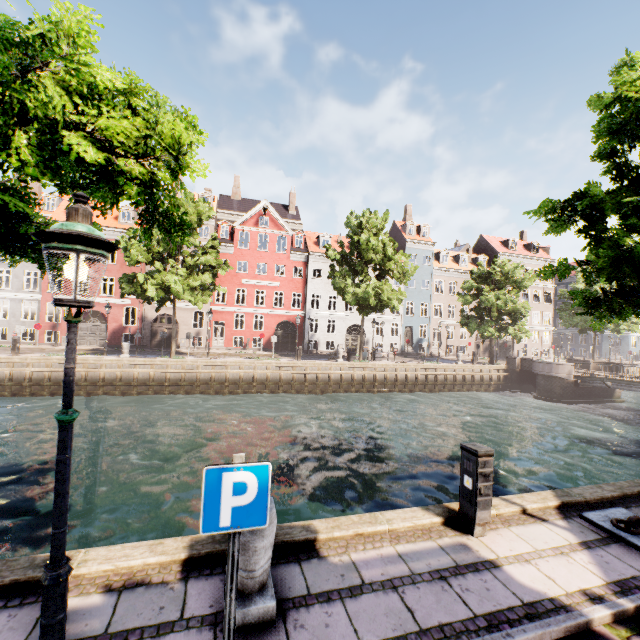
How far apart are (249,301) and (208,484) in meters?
32.5

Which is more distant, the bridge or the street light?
the bridge

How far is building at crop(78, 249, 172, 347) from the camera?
29.4 meters

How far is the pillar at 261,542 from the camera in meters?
3.1 m

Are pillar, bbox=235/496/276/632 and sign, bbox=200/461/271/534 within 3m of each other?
yes

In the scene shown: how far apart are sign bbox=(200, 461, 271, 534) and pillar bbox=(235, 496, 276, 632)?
0.9 meters

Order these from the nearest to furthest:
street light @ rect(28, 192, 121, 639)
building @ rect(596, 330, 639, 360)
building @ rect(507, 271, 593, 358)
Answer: street light @ rect(28, 192, 121, 639)
building @ rect(507, 271, 593, 358)
building @ rect(596, 330, 639, 360)

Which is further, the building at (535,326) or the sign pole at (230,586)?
the building at (535,326)
